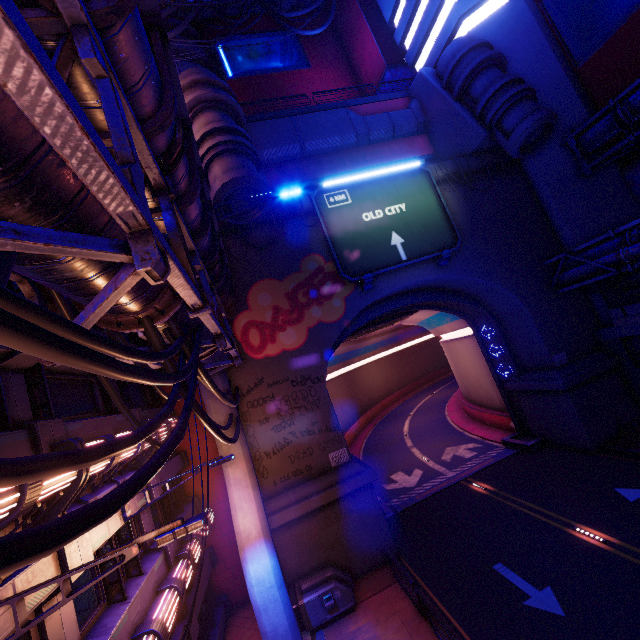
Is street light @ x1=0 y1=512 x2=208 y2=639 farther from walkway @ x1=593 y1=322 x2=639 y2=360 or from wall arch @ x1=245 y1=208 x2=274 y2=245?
walkway @ x1=593 y1=322 x2=639 y2=360

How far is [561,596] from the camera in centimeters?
1021cm

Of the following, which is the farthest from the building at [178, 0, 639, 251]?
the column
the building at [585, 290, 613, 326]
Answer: the column

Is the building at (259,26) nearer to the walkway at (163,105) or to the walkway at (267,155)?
the walkway at (267,155)

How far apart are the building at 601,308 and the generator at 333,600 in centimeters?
2033cm

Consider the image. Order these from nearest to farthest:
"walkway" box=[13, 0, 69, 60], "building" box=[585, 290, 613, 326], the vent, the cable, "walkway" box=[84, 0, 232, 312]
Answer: the cable
"walkway" box=[13, 0, 69, 60]
"walkway" box=[84, 0, 232, 312]
"building" box=[585, 290, 613, 326]
the vent

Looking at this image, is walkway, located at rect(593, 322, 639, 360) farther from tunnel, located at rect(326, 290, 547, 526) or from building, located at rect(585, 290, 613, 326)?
tunnel, located at rect(326, 290, 547, 526)

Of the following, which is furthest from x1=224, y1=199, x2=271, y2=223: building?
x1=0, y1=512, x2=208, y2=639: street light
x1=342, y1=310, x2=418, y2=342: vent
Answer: x1=0, y1=512, x2=208, y2=639: street light
